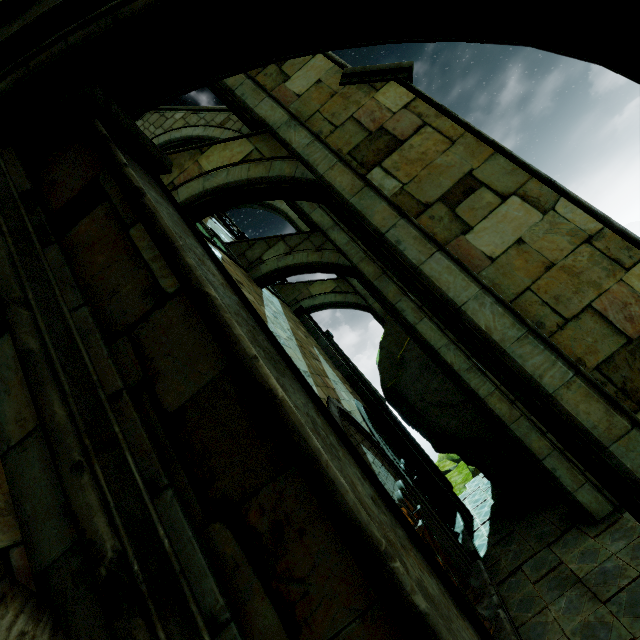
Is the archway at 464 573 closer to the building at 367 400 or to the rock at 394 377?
the building at 367 400

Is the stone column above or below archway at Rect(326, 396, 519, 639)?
above

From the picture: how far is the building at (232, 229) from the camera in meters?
12.5 m

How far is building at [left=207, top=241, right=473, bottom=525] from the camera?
8.4 meters

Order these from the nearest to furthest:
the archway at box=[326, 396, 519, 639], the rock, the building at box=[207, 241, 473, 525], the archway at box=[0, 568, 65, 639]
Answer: the archway at box=[0, 568, 65, 639], the archway at box=[326, 396, 519, 639], the building at box=[207, 241, 473, 525], the rock

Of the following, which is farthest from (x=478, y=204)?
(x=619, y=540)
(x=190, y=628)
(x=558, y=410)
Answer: (x=619, y=540)

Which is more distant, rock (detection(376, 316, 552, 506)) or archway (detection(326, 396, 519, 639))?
rock (detection(376, 316, 552, 506))
